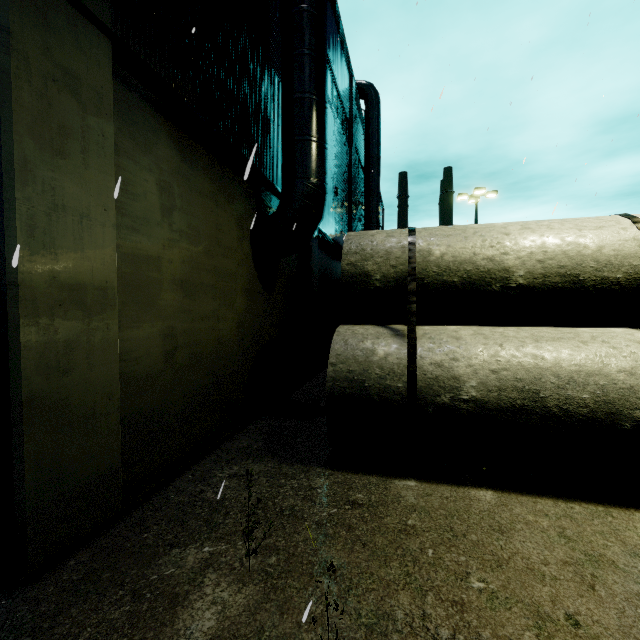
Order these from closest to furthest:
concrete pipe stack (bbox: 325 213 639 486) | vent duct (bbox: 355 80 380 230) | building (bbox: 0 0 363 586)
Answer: building (bbox: 0 0 363 586) < concrete pipe stack (bbox: 325 213 639 486) < vent duct (bbox: 355 80 380 230)

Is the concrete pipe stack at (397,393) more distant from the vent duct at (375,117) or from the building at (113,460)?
the vent duct at (375,117)

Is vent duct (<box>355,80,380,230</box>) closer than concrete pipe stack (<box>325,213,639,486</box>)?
No

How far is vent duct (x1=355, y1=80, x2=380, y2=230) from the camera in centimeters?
1920cm

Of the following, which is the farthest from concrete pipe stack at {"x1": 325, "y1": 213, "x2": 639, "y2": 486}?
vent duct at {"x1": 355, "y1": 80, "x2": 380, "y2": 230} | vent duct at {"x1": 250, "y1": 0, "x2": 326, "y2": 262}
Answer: vent duct at {"x1": 355, "y1": 80, "x2": 380, "y2": 230}

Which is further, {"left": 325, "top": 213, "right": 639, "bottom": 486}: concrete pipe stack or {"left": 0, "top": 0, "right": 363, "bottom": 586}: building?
{"left": 325, "top": 213, "right": 639, "bottom": 486}: concrete pipe stack

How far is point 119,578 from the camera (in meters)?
2.68

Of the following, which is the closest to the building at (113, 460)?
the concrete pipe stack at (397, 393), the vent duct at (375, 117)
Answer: the vent duct at (375, 117)
